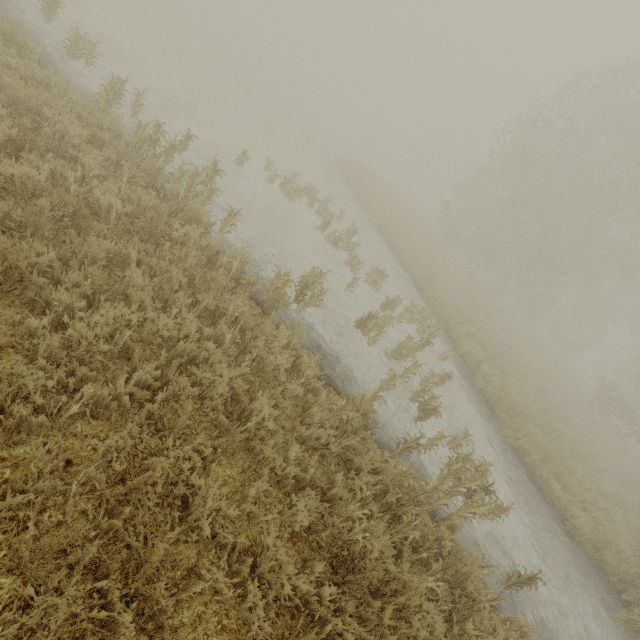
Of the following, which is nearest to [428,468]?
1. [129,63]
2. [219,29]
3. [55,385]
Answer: [55,385]
